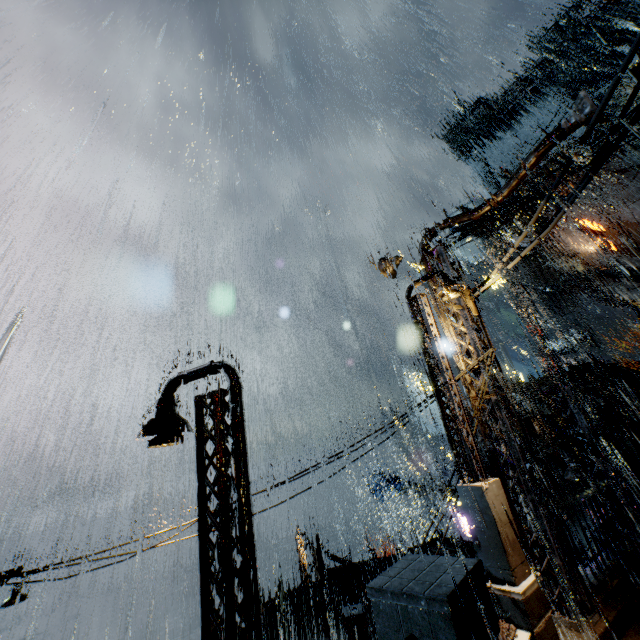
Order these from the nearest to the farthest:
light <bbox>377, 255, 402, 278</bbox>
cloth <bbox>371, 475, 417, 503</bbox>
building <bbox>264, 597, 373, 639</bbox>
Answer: light <bbox>377, 255, 402, 278</bbox> → building <bbox>264, 597, 373, 639</bbox> → cloth <bbox>371, 475, 417, 503</bbox>

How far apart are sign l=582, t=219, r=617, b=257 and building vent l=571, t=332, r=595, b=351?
11.42m

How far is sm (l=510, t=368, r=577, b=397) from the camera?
22.88m

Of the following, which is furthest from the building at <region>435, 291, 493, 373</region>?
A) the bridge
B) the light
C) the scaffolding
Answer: the scaffolding

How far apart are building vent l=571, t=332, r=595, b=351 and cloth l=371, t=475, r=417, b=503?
28.94m

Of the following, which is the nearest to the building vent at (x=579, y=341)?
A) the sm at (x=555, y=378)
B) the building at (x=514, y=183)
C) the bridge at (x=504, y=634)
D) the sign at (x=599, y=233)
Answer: the building at (x=514, y=183)

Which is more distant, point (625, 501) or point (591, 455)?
point (591, 455)

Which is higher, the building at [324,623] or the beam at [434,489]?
the beam at [434,489]
